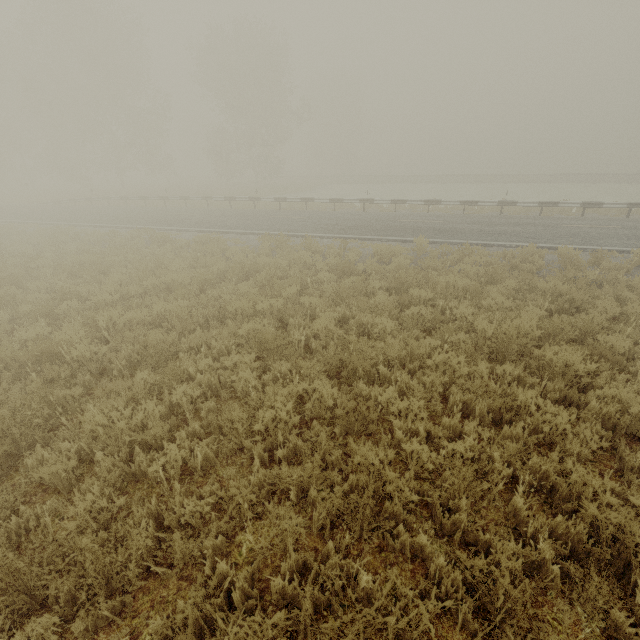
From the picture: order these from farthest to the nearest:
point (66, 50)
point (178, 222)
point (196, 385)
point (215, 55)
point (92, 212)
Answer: point (215, 55) → point (66, 50) → point (92, 212) → point (178, 222) → point (196, 385)

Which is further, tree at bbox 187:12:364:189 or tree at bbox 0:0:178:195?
tree at bbox 187:12:364:189

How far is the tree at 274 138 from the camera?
33.7m

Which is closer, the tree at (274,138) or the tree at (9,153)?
the tree at (9,153)

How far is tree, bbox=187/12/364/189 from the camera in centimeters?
3372cm
